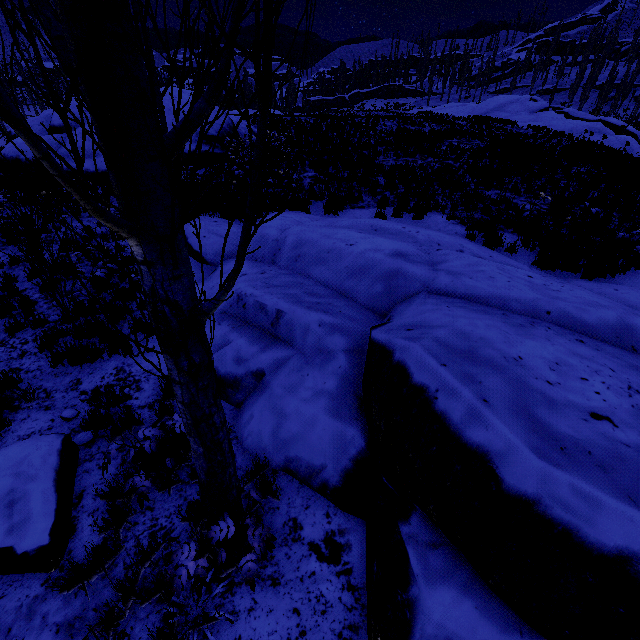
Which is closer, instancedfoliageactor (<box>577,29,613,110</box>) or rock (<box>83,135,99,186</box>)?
rock (<box>83,135,99,186</box>)

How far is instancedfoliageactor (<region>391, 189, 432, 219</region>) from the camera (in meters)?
10.29

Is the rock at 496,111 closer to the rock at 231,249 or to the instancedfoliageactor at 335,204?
the instancedfoliageactor at 335,204

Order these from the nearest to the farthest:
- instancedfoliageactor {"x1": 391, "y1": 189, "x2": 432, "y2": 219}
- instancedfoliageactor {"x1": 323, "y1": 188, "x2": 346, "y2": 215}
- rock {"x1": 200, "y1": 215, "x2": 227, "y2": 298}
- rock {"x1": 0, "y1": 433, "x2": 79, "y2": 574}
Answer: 1. rock {"x1": 0, "y1": 433, "x2": 79, "y2": 574}
2. rock {"x1": 200, "y1": 215, "x2": 227, "y2": 298}
3. instancedfoliageactor {"x1": 391, "y1": 189, "x2": 432, "y2": 219}
4. instancedfoliageactor {"x1": 323, "y1": 188, "x2": 346, "y2": 215}

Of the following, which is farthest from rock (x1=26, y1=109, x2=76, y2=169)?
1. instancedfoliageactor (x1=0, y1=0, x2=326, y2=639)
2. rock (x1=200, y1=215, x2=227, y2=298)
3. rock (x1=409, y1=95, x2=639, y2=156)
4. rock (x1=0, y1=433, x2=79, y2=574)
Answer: rock (x1=409, y1=95, x2=639, y2=156)

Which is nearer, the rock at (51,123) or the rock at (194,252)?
the rock at (194,252)

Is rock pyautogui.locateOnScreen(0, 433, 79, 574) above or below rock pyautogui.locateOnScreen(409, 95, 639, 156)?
below

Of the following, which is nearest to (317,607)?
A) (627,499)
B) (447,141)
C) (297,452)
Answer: (297,452)
